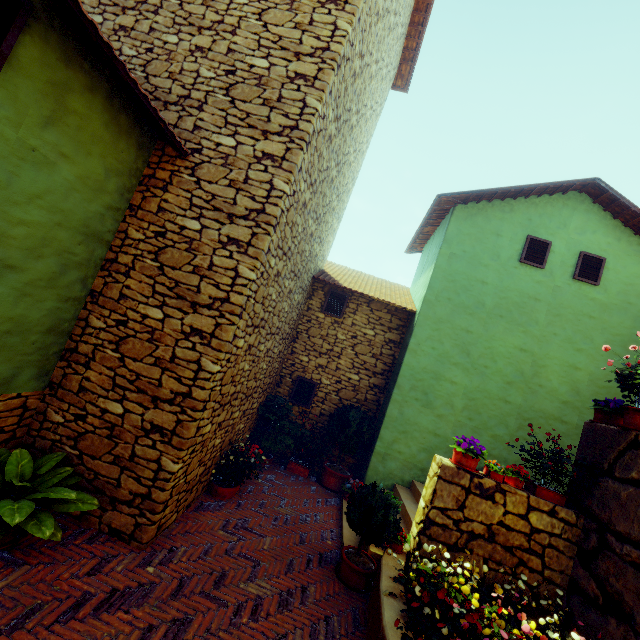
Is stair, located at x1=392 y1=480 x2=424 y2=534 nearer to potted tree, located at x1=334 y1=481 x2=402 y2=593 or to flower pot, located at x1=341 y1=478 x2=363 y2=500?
flower pot, located at x1=341 y1=478 x2=363 y2=500

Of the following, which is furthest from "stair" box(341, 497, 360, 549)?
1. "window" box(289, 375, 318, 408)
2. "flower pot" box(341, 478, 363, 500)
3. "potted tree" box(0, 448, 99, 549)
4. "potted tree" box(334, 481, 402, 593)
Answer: "potted tree" box(0, 448, 99, 549)

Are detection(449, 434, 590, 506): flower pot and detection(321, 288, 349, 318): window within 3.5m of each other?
no

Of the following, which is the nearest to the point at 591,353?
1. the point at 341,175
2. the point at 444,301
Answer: the point at 444,301

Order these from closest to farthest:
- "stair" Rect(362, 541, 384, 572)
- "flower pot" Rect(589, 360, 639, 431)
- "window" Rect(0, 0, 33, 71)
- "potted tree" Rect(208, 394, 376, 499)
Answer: "window" Rect(0, 0, 33, 71) → "flower pot" Rect(589, 360, 639, 431) → "stair" Rect(362, 541, 384, 572) → "potted tree" Rect(208, 394, 376, 499)

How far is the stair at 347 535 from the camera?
5.3m

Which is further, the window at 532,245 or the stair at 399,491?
the window at 532,245

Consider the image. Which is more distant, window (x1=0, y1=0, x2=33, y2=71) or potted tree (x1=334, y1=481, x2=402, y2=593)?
potted tree (x1=334, y1=481, x2=402, y2=593)
